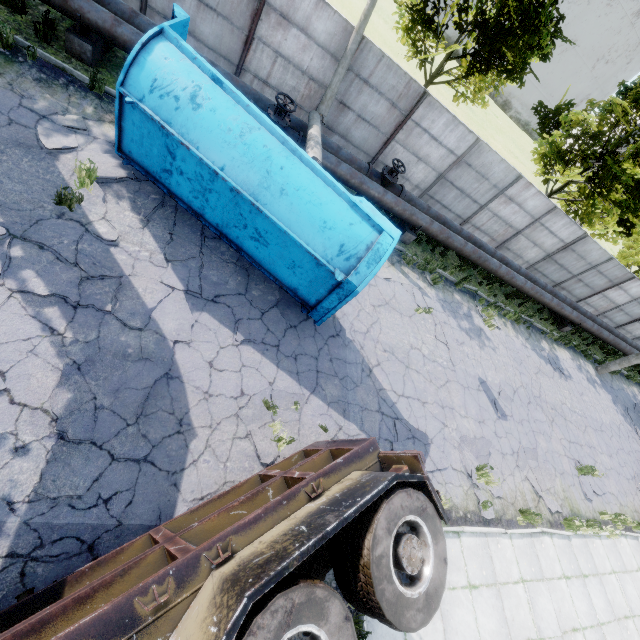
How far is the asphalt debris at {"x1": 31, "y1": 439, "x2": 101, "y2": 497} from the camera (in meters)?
4.08

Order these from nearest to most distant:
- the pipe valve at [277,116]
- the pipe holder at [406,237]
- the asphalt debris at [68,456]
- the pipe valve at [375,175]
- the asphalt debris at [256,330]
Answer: the asphalt debris at [68,456]
the asphalt debris at [256,330]
the pipe valve at [277,116]
the pipe valve at [375,175]
the pipe holder at [406,237]

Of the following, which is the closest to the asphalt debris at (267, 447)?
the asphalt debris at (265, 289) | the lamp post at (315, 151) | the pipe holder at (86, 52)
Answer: the asphalt debris at (265, 289)

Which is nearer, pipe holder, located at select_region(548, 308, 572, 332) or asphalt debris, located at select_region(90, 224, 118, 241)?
asphalt debris, located at select_region(90, 224, 118, 241)

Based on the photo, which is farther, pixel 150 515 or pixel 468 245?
pixel 468 245

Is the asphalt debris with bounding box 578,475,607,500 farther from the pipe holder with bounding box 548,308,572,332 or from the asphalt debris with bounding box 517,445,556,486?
the pipe holder with bounding box 548,308,572,332

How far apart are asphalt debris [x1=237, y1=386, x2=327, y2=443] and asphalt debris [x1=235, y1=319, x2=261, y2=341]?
1.0 meters

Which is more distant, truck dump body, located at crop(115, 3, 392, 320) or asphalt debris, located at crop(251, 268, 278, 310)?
asphalt debris, located at crop(251, 268, 278, 310)
